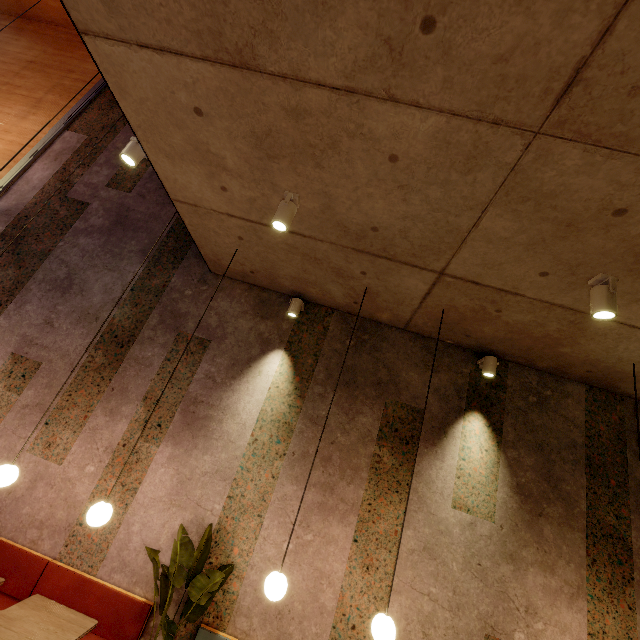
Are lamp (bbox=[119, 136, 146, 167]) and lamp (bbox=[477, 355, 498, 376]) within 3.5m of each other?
no

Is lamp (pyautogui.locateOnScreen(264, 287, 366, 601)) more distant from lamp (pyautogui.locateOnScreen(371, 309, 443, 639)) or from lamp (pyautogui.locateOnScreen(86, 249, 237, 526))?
lamp (pyautogui.locateOnScreen(86, 249, 237, 526))

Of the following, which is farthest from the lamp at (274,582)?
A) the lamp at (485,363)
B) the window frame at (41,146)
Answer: the window frame at (41,146)

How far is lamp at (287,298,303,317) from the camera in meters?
4.4 m

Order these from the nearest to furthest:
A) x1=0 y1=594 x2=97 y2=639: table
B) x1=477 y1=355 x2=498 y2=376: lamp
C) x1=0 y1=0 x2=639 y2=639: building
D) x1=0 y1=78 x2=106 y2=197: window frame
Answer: x1=0 y1=0 x2=639 y2=639: building, x1=0 y1=594 x2=97 y2=639: table, x1=477 y1=355 x2=498 y2=376: lamp, x1=0 y1=78 x2=106 y2=197: window frame

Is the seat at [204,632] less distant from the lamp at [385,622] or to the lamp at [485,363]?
the lamp at [385,622]

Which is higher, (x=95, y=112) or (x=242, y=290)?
(x=95, y=112)

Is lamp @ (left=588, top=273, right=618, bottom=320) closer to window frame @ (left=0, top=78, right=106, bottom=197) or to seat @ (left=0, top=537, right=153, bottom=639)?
seat @ (left=0, top=537, right=153, bottom=639)
